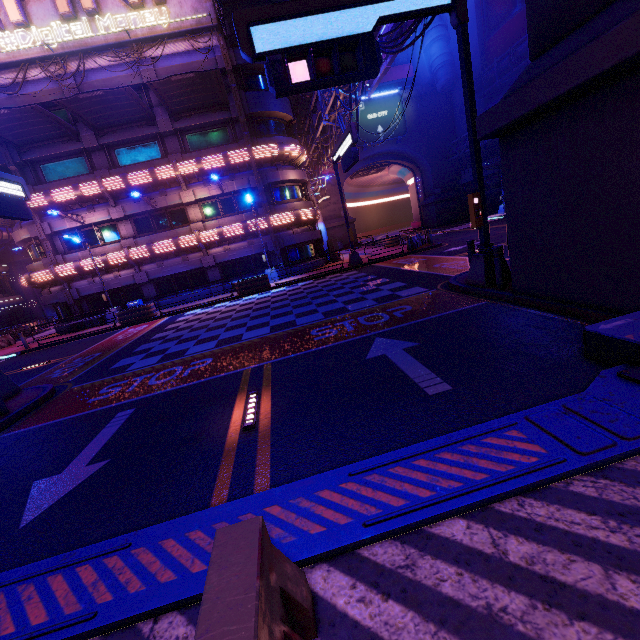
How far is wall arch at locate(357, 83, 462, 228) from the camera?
44.6m

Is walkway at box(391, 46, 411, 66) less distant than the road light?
No

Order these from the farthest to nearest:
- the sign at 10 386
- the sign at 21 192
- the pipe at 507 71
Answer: the pipe at 507 71, the sign at 21 192, the sign at 10 386

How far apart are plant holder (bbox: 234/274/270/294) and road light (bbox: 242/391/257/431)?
15.8m

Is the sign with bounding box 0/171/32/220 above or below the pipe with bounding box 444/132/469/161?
below

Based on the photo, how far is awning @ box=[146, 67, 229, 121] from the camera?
18.0m

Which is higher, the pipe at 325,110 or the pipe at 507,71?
the pipe at 507,71

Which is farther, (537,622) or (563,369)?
(563,369)
